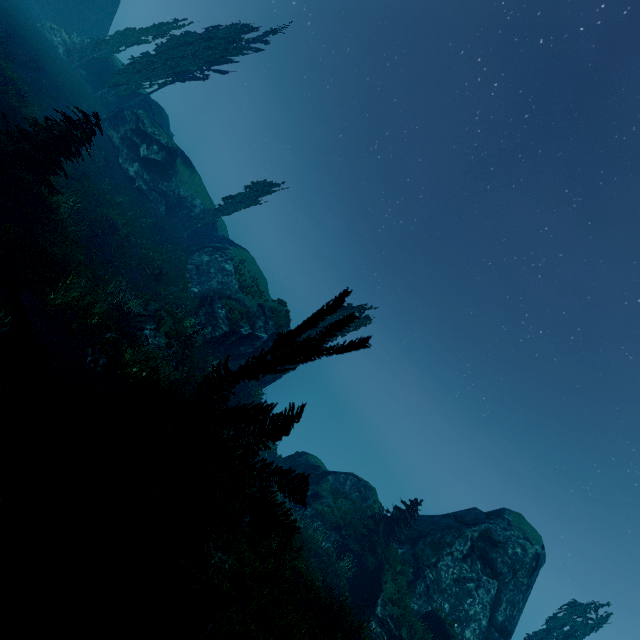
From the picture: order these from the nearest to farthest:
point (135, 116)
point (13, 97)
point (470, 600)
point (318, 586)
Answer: point (318, 586) < point (13, 97) < point (470, 600) < point (135, 116)

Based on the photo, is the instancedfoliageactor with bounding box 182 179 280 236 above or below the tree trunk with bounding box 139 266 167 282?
above

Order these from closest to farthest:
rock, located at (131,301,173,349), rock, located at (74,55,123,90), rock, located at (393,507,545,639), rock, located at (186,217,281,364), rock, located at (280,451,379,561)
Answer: rock, located at (131,301,173,349)
rock, located at (393,507,545,639)
rock, located at (280,451,379,561)
rock, located at (186,217,281,364)
rock, located at (74,55,123,90)

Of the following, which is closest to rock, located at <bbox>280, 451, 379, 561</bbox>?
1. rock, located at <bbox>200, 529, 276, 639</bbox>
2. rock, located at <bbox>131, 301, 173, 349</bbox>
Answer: rock, located at <bbox>200, 529, 276, 639</bbox>

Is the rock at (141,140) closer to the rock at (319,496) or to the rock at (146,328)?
the rock at (146,328)

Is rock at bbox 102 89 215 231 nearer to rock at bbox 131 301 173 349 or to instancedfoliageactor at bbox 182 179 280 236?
instancedfoliageactor at bbox 182 179 280 236

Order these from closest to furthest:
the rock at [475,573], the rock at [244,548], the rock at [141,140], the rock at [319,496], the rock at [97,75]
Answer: the rock at [244,548] → the rock at [475,573] → the rock at [319,496] → the rock at [141,140] → the rock at [97,75]

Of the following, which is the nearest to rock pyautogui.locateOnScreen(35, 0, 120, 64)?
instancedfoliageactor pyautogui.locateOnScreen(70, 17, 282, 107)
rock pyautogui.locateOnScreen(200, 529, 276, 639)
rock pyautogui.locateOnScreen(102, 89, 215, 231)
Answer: instancedfoliageactor pyautogui.locateOnScreen(70, 17, 282, 107)
